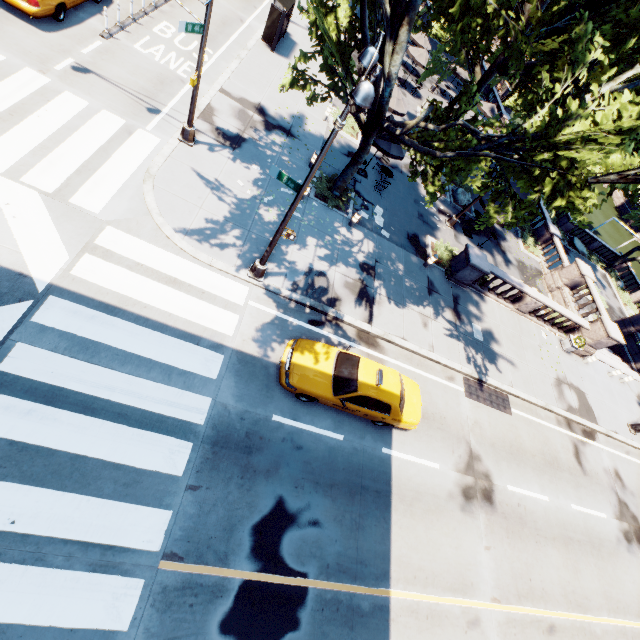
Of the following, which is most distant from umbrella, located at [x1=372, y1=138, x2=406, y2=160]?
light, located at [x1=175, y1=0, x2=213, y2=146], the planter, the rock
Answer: the planter

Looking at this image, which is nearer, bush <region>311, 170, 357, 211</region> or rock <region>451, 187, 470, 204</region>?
bush <region>311, 170, 357, 211</region>

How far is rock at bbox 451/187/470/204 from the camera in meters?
23.0 m

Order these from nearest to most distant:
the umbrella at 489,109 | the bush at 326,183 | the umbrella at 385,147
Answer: the bush at 326,183
the umbrella at 385,147
the umbrella at 489,109

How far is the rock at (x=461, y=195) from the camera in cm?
2297

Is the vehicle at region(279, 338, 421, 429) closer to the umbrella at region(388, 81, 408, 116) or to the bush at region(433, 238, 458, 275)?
the bush at region(433, 238, 458, 275)

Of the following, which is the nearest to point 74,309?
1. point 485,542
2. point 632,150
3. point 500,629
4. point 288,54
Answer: point 485,542

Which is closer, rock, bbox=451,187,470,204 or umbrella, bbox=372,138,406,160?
umbrella, bbox=372,138,406,160
